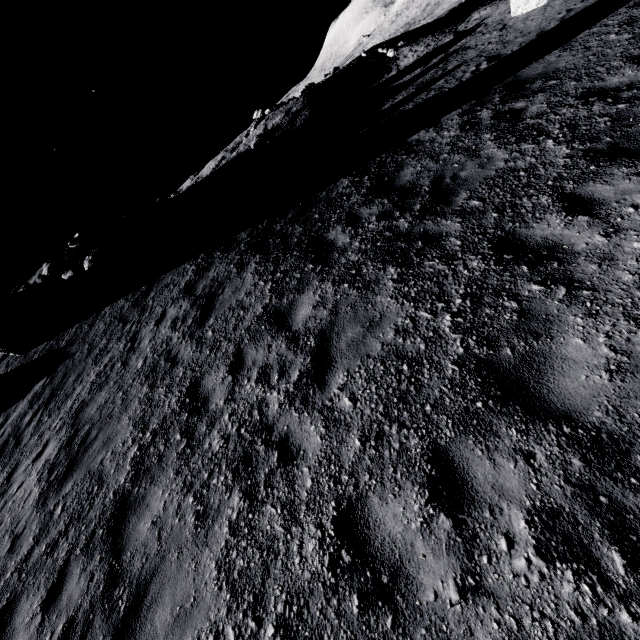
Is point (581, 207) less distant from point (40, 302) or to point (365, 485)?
point (365, 485)

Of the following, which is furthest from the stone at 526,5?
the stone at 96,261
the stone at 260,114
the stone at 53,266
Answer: the stone at 53,266

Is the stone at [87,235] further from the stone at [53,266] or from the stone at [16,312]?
the stone at [16,312]

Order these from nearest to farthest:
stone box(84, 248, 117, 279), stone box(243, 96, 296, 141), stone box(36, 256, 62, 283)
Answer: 1. stone box(84, 248, 117, 279)
2. stone box(36, 256, 62, 283)
3. stone box(243, 96, 296, 141)

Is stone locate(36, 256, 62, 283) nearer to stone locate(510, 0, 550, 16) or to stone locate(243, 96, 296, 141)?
stone locate(243, 96, 296, 141)

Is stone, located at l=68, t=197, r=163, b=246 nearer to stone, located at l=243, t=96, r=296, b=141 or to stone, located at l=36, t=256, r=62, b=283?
stone, located at l=36, t=256, r=62, b=283

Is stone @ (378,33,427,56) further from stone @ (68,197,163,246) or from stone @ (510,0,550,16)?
→ stone @ (68,197,163,246)

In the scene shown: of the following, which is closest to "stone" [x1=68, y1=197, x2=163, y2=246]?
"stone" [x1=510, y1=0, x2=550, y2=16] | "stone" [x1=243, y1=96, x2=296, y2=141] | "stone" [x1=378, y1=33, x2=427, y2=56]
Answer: "stone" [x1=243, y1=96, x2=296, y2=141]
